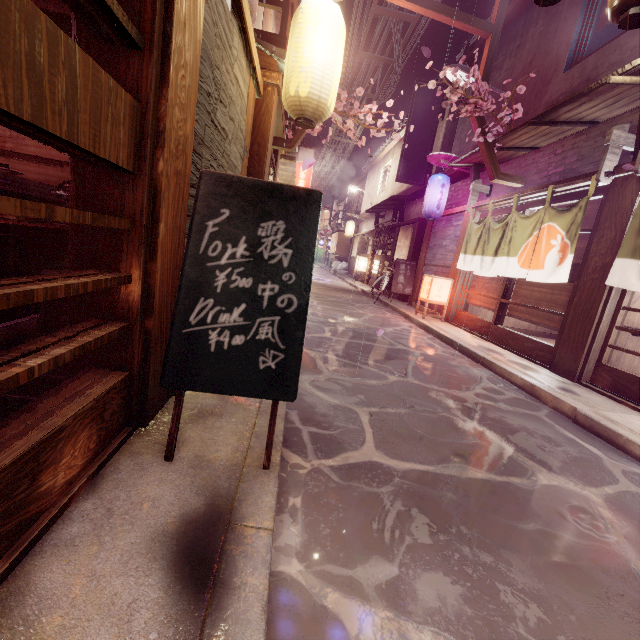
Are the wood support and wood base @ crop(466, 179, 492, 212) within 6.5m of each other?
yes

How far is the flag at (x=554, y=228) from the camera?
8.8m

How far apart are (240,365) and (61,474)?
1.5m

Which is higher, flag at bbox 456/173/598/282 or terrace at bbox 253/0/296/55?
terrace at bbox 253/0/296/55

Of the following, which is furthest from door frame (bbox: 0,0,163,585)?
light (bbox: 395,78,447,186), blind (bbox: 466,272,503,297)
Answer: blind (bbox: 466,272,503,297)

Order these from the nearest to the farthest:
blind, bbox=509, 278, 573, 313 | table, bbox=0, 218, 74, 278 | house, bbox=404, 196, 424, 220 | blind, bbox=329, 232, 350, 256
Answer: table, bbox=0, 218, 74, 278, blind, bbox=509, 278, 573, 313, house, bbox=404, 196, 424, 220, blind, bbox=329, 232, 350, 256

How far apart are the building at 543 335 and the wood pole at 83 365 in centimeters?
1487cm

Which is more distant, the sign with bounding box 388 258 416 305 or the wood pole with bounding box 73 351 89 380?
the sign with bounding box 388 258 416 305
